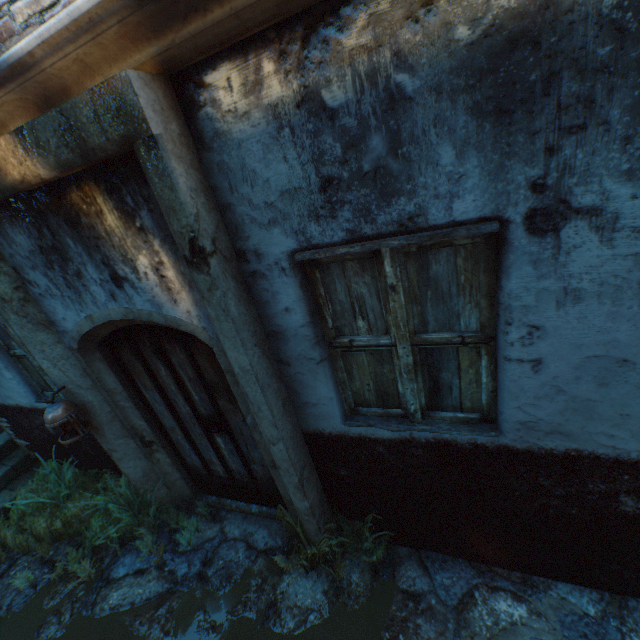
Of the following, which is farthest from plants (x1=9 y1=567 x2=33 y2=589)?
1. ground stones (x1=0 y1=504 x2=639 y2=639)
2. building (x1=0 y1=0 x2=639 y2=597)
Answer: building (x1=0 y1=0 x2=639 y2=597)

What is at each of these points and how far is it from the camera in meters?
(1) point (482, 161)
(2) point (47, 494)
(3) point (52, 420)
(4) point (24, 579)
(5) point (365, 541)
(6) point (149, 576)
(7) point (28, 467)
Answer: (1) building, 1.3 m
(2) plants, 4.1 m
(3) lantern, 2.8 m
(4) plants, 3.4 m
(5) plants, 2.9 m
(6) ground stones, 3.2 m
(7) stairs, 4.9 m

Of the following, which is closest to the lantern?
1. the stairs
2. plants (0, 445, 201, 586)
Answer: plants (0, 445, 201, 586)

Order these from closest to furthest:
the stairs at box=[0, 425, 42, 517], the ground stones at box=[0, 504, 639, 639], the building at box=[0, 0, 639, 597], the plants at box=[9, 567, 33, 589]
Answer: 1. the building at box=[0, 0, 639, 597]
2. the ground stones at box=[0, 504, 639, 639]
3. the plants at box=[9, 567, 33, 589]
4. the stairs at box=[0, 425, 42, 517]

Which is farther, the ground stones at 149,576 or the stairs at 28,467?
the stairs at 28,467

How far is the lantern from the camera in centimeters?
279cm

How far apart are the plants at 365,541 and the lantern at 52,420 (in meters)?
1.92

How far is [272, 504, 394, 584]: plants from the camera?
2.73m
